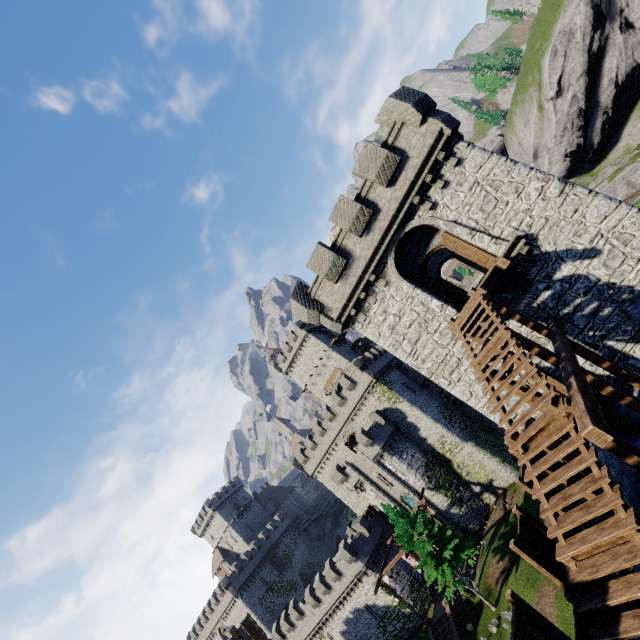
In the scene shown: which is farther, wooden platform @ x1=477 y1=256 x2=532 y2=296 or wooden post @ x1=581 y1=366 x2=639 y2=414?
wooden platform @ x1=477 y1=256 x2=532 y2=296

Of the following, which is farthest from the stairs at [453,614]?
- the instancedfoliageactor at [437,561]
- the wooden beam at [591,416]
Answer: the wooden beam at [591,416]

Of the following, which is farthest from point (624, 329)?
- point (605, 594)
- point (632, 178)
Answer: point (632, 178)

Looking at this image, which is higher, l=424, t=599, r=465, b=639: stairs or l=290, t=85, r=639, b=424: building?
l=290, t=85, r=639, b=424: building

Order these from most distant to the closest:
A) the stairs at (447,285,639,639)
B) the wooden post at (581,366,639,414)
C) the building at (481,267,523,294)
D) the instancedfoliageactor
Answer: the instancedfoliageactor → the building at (481,267,523,294) → the wooden post at (581,366,639,414) → the stairs at (447,285,639,639)

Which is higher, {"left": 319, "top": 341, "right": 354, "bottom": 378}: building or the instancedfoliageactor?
{"left": 319, "top": 341, "right": 354, "bottom": 378}: building

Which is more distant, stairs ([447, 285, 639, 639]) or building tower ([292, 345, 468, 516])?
building tower ([292, 345, 468, 516])

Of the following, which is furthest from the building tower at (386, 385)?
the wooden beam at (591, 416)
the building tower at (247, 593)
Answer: the wooden beam at (591, 416)
